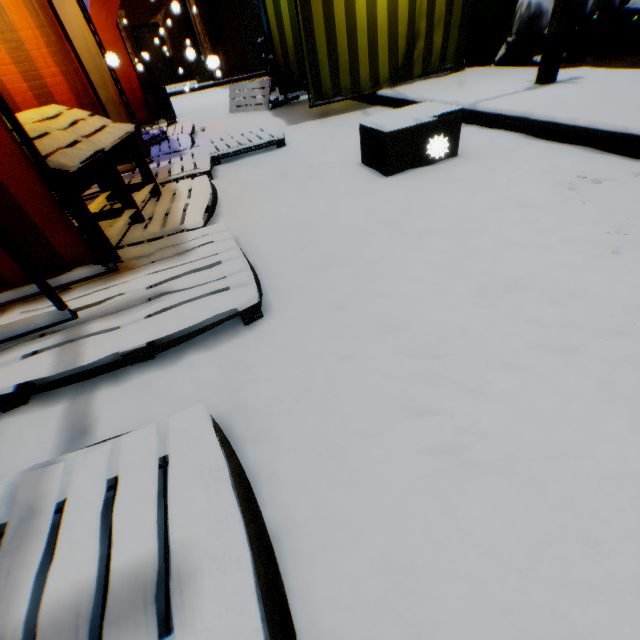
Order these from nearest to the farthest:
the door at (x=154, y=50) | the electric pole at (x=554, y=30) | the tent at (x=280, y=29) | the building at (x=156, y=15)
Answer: the electric pole at (x=554, y=30) → the tent at (x=280, y=29) → the building at (x=156, y=15) → the door at (x=154, y=50)

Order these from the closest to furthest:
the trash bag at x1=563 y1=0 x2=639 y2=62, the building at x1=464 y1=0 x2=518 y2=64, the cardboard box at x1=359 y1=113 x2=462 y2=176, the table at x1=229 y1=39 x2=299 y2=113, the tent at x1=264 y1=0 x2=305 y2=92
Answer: the cardboard box at x1=359 y1=113 x2=462 y2=176 < the trash bag at x1=563 y1=0 x2=639 y2=62 < the building at x1=464 y1=0 x2=518 y2=64 < the tent at x1=264 y1=0 x2=305 y2=92 < the table at x1=229 y1=39 x2=299 y2=113

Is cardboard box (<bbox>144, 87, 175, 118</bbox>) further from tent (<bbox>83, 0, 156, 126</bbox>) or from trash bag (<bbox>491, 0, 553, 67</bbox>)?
trash bag (<bbox>491, 0, 553, 67</bbox>)

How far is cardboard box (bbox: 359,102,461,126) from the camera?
2.7m

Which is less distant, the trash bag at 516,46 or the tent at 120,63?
the trash bag at 516,46

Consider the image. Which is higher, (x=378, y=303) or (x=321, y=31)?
(x=321, y=31)

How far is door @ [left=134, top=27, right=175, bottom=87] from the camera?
16.34m

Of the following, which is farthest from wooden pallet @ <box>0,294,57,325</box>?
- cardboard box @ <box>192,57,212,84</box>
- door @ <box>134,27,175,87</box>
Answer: cardboard box @ <box>192,57,212,84</box>
